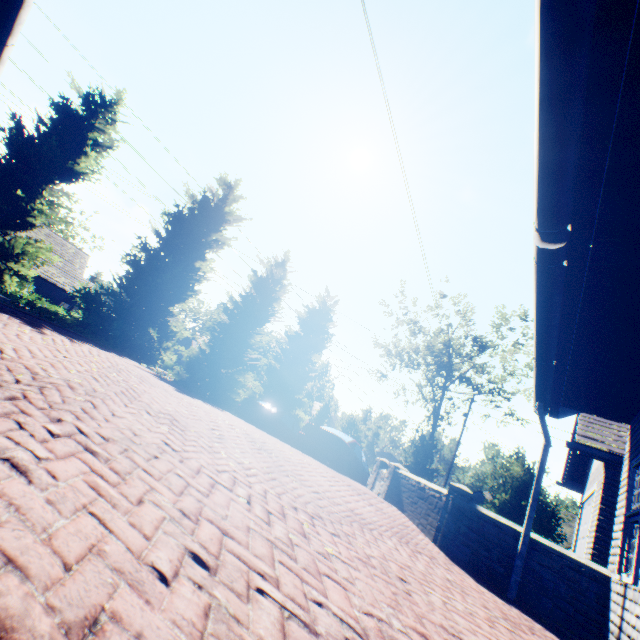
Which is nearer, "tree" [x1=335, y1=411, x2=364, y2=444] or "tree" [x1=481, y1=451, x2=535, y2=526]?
"tree" [x1=481, y1=451, x2=535, y2=526]

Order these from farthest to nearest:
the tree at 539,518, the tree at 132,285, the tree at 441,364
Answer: the tree at 441,364
the tree at 539,518
the tree at 132,285

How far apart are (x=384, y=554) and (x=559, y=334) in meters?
3.4

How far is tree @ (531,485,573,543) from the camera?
15.2m

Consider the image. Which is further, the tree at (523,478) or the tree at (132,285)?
the tree at (523,478)

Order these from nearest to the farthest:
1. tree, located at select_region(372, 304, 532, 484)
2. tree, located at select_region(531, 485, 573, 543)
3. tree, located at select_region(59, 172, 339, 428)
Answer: tree, located at select_region(59, 172, 339, 428), tree, located at select_region(531, 485, 573, 543), tree, located at select_region(372, 304, 532, 484)

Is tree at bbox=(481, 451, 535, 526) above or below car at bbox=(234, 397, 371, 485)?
above
